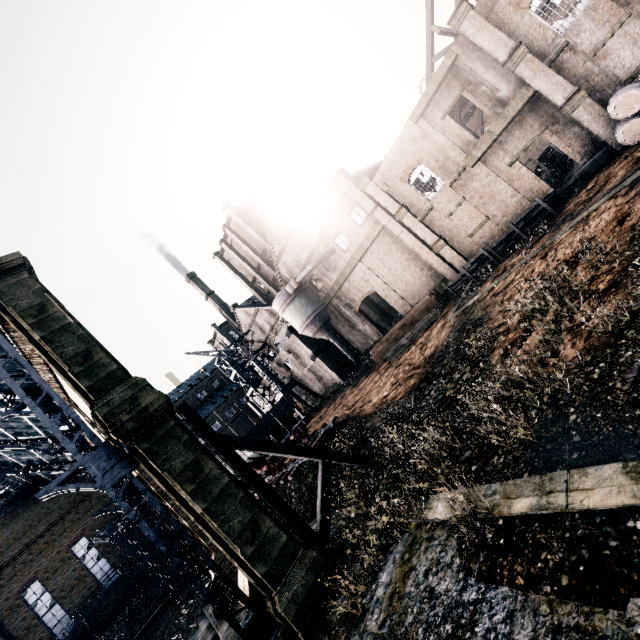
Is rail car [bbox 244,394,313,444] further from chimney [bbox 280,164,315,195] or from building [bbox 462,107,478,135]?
chimney [bbox 280,164,315,195]

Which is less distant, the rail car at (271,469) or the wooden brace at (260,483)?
the wooden brace at (260,483)

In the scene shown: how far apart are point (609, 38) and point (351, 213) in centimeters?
2065cm

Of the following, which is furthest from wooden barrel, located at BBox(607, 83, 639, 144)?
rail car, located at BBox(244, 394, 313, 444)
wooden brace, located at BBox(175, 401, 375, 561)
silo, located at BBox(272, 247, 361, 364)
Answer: A: rail car, located at BBox(244, 394, 313, 444)

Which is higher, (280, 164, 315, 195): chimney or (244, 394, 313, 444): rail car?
(280, 164, 315, 195): chimney

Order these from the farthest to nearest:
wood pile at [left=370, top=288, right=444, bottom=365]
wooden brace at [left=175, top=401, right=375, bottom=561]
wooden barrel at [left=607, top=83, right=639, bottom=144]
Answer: wood pile at [left=370, top=288, right=444, bottom=365] → wooden barrel at [left=607, top=83, right=639, bottom=144] → wooden brace at [left=175, top=401, right=375, bottom=561]

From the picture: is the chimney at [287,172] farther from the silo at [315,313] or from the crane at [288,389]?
the crane at [288,389]

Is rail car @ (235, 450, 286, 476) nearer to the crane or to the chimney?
the crane
